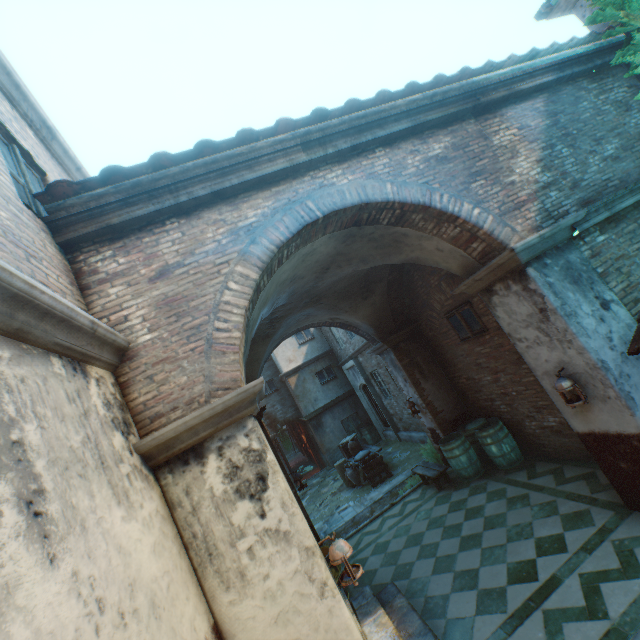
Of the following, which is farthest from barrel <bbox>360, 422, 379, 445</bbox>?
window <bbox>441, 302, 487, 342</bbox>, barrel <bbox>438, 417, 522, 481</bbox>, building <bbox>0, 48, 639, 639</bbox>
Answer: window <bbox>441, 302, 487, 342</bbox>

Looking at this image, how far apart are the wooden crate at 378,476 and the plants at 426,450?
1.42m

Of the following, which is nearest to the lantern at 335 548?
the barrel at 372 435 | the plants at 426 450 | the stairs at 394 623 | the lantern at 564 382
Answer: the stairs at 394 623

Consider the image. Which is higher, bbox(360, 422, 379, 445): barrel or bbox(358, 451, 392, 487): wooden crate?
bbox(360, 422, 379, 445): barrel

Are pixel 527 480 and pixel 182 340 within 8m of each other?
yes

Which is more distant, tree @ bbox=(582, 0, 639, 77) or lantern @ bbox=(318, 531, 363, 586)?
tree @ bbox=(582, 0, 639, 77)

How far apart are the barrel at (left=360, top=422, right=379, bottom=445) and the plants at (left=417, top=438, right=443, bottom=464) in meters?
6.2

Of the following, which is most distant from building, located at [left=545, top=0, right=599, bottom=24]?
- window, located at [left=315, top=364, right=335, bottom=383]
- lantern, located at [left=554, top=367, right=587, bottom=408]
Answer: window, located at [left=315, top=364, right=335, bottom=383]
